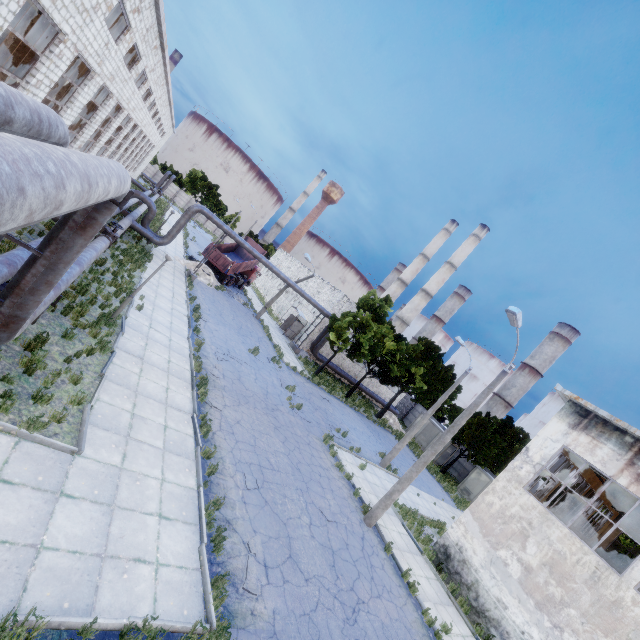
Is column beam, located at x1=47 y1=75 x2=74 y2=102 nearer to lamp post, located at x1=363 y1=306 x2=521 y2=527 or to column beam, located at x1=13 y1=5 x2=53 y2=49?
column beam, located at x1=13 y1=5 x2=53 y2=49

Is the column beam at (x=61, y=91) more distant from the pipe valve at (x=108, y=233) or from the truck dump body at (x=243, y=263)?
the truck dump body at (x=243, y=263)

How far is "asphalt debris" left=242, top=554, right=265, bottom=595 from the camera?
7.0 meters

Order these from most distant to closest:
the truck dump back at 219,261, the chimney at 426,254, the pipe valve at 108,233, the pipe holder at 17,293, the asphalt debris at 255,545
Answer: the chimney at 426,254 → the truck dump back at 219,261 → the pipe valve at 108,233 → the asphalt debris at 255,545 → the pipe holder at 17,293

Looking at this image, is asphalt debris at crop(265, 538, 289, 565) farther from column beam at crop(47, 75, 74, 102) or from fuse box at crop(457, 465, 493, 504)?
fuse box at crop(457, 465, 493, 504)

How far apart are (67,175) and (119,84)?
21.6 meters

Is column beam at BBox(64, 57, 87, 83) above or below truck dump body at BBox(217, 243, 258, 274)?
above

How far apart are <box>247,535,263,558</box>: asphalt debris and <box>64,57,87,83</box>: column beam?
19.0m
